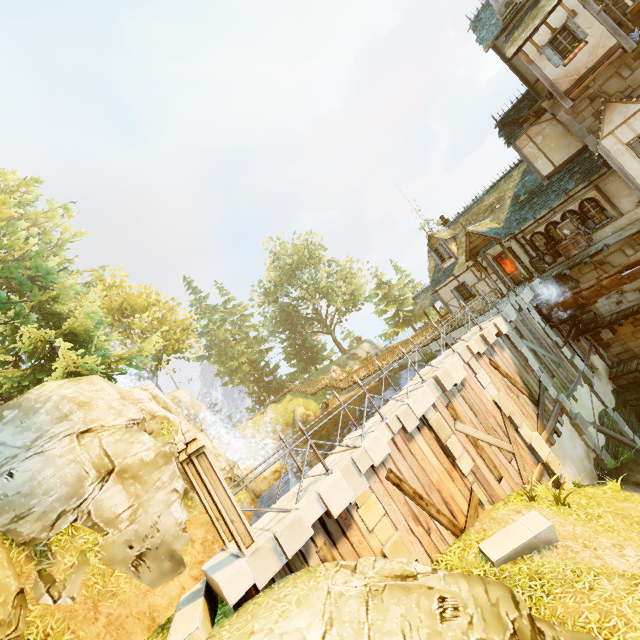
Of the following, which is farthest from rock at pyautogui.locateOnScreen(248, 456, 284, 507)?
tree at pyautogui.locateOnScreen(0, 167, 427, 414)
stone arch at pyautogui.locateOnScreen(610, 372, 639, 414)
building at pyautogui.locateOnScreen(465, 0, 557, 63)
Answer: stone arch at pyautogui.locateOnScreen(610, 372, 639, 414)

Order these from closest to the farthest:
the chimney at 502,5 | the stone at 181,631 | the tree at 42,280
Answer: the stone at 181,631, the tree at 42,280, the chimney at 502,5

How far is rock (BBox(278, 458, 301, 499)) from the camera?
15.3 meters

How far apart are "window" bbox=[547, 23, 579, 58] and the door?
8.6 meters

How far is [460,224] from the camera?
22.8 meters

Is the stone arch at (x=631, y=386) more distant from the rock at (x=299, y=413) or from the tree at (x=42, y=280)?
the rock at (x=299, y=413)

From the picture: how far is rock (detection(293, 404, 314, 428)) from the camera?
33.22m
